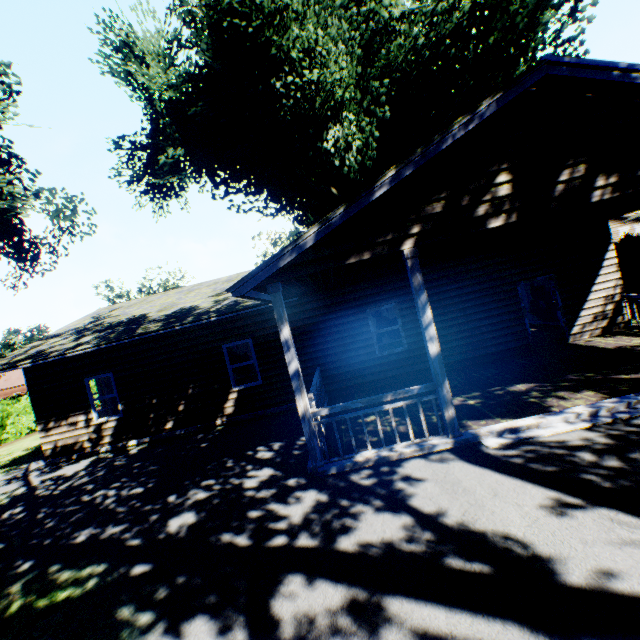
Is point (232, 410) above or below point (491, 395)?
above

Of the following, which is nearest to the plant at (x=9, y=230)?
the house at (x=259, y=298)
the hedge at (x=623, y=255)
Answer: the house at (x=259, y=298)

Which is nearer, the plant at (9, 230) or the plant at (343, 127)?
the plant at (343, 127)

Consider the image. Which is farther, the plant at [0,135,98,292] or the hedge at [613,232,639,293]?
the plant at [0,135,98,292]

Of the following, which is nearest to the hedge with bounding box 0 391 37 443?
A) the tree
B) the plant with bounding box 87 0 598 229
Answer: the tree

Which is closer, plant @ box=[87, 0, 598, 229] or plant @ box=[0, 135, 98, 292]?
plant @ box=[87, 0, 598, 229]

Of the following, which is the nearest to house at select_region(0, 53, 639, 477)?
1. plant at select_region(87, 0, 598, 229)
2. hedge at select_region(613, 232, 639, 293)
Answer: plant at select_region(87, 0, 598, 229)

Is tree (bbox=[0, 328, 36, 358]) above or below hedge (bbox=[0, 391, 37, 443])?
above
